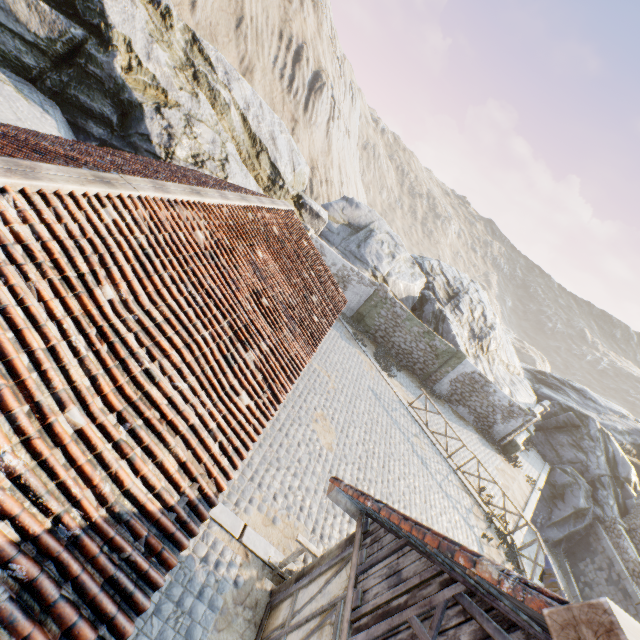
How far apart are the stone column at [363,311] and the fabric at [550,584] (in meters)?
13.54

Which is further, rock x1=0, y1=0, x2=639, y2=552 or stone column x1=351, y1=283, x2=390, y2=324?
stone column x1=351, y1=283, x2=390, y2=324

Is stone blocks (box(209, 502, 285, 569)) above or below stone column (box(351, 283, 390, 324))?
below

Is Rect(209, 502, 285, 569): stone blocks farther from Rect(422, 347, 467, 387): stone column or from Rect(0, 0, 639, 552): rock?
Rect(422, 347, 467, 387): stone column

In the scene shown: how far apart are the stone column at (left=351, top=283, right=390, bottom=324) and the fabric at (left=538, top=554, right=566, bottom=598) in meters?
13.5 m

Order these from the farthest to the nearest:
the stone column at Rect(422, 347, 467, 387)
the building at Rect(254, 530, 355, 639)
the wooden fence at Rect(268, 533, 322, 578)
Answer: the stone column at Rect(422, 347, 467, 387), the wooden fence at Rect(268, 533, 322, 578), the building at Rect(254, 530, 355, 639)

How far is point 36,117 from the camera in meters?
10.4 m

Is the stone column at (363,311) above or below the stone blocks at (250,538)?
above
